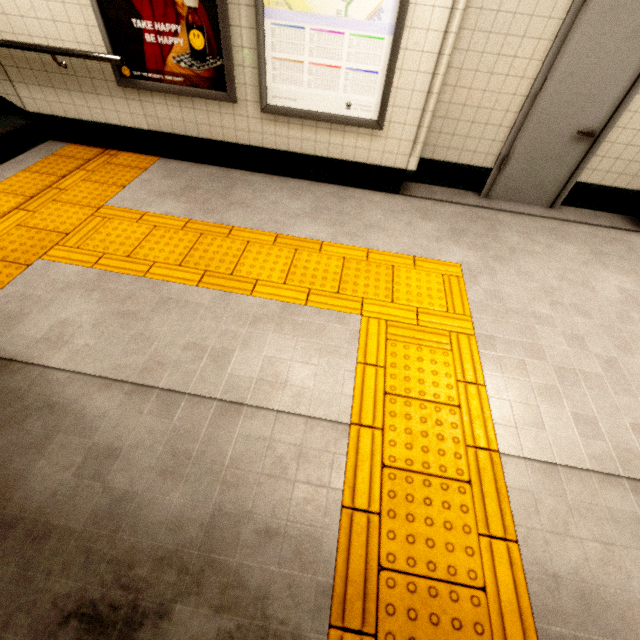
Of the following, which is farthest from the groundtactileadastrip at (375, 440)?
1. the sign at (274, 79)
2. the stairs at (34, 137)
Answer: the sign at (274, 79)

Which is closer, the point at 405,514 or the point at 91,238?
the point at 405,514

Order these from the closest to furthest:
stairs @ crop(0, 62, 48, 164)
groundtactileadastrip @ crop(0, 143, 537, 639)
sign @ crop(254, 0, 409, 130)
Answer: groundtactileadastrip @ crop(0, 143, 537, 639), sign @ crop(254, 0, 409, 130), stairs @ crop(0, 62, 48, 164)

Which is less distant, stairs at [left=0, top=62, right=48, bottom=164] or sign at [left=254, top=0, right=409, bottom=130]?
sign at [left=254, top=0, right=409, bottom=130]

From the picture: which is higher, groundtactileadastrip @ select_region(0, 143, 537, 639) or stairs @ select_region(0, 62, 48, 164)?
stairs @ select_region(0, 62, 48, 164)

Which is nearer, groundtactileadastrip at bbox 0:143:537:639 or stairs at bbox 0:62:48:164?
groundtactileadastrip at bbox 0:143:537:639

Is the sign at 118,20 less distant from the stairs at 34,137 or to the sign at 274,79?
the sign at 274,79

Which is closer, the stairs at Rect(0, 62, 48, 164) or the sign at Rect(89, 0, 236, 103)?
the sign at Rect(89, 0, 236, 103)
